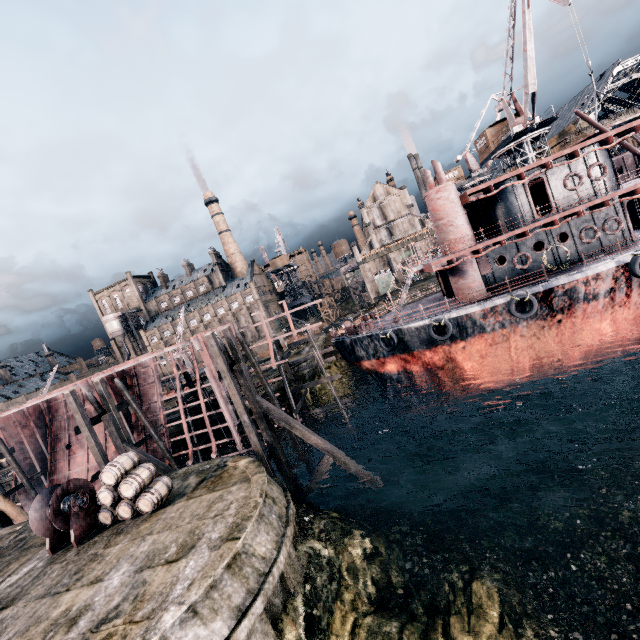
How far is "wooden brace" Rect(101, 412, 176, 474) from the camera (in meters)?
19.48

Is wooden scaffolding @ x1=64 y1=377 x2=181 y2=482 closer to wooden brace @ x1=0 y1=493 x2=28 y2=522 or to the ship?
wooden brace @ x1=0 y1=493 x2=28 y2=522

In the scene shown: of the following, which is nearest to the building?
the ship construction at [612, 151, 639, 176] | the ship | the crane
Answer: the crane

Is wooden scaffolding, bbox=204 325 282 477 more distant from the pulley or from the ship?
the ship

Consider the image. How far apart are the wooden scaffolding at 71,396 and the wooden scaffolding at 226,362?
8.3 meters

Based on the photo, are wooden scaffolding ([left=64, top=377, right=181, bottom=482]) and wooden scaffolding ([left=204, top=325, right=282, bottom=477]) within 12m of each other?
yes

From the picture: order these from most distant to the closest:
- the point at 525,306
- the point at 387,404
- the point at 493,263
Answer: the point at 387,404 → the point at 493,263 → the point at 525,306

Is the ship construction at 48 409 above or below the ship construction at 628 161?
below
